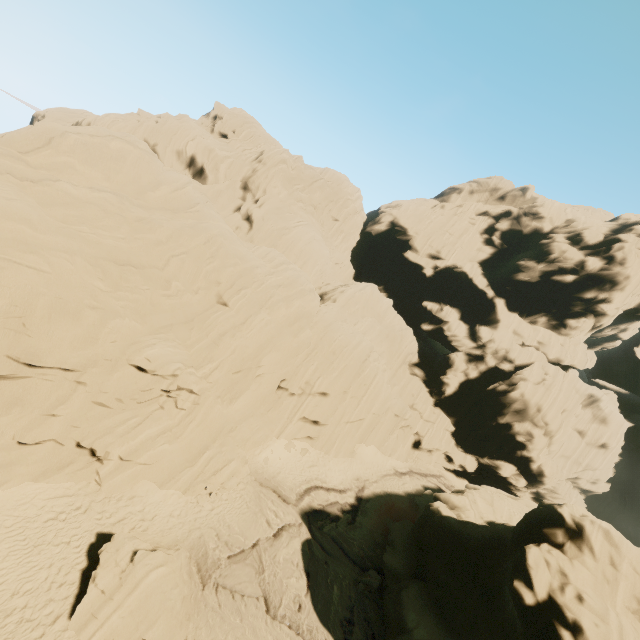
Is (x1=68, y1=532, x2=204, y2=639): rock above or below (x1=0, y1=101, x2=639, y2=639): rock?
below

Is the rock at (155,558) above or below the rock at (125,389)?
below

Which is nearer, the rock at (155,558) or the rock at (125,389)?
the rock at (155,558)

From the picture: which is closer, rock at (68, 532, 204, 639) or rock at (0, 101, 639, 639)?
rock at (68, 532, 204, 639)

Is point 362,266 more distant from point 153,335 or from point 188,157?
point 153,335
